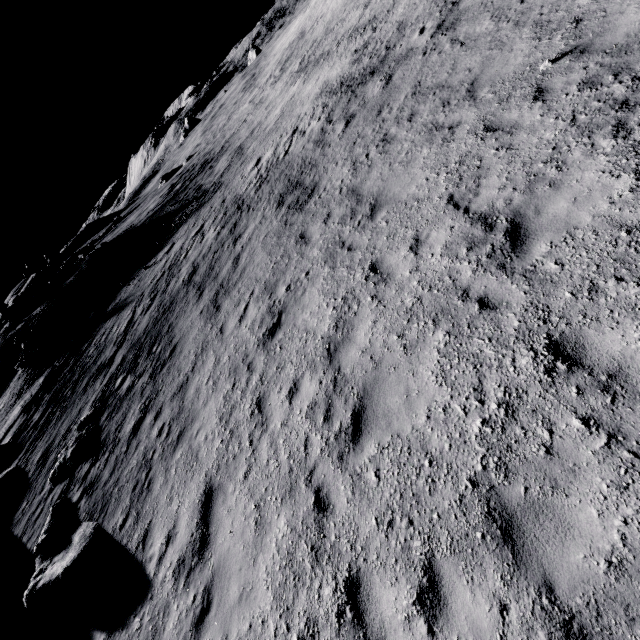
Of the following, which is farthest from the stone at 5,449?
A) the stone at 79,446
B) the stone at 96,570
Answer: the stone at 96,570

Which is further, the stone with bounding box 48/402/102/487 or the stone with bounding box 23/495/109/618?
the stone with bounding box 48/402/102/487

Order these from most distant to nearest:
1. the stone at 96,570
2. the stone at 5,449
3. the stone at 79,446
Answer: the stone at 5,449
the stone at 79,446
the stone at 96,570

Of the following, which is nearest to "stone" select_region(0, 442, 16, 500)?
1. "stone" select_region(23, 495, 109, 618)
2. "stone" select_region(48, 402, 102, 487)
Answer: "stone" select_region(48, 402, 102, 487)

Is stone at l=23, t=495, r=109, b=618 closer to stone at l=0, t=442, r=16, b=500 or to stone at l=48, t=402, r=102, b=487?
stone at l=48, t=402, r=102, b=487

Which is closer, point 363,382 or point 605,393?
point 605,393
